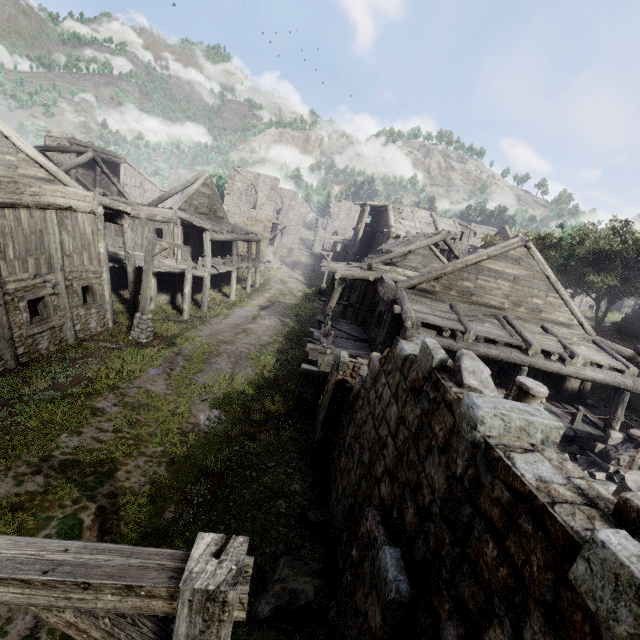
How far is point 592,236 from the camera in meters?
21.5

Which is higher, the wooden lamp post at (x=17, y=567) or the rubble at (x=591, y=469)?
the wooden lamp post at (x=17, y=567)

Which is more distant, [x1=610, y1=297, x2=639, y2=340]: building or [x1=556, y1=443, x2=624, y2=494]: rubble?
[x1=610, y1=297, x2=639, y2=340]: building

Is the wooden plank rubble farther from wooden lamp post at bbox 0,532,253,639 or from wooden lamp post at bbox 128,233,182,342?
wooden lamp post at bbox 0,532,253,639

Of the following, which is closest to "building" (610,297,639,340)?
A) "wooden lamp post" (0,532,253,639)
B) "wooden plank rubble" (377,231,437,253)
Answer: "wooden plank rubble" (377,231,437,253)

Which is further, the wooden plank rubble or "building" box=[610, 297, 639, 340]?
"building" box=[610, 297, 639, 340]

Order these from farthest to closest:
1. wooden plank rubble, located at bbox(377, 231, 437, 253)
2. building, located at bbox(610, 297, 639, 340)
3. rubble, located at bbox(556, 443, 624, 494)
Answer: building, located at bbox(610, 297, 639, 340)
wooden plank rubble, located at bbox(377, 231, 437, 253)
rubble, located at bbox(556, 443, 624, 494)

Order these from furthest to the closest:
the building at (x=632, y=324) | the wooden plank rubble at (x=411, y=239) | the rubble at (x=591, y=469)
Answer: the building at (x=632, y=324) < the wooden plank rubble at (x=411, y=239) < the rubble at (x=591, y=469)
